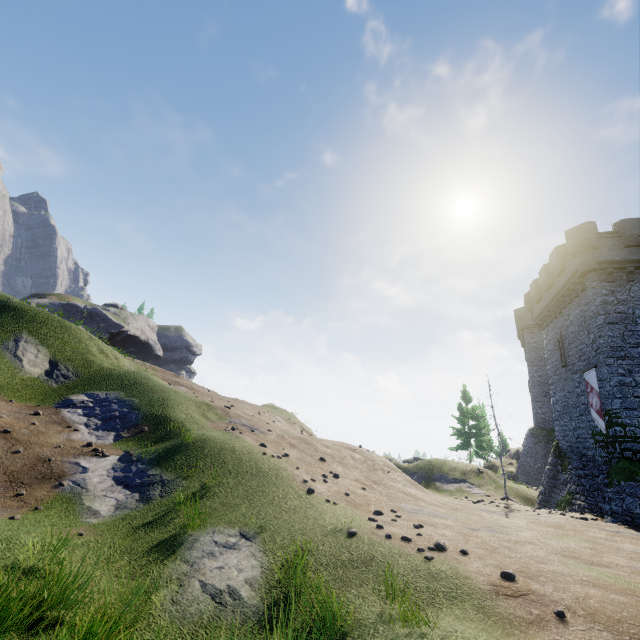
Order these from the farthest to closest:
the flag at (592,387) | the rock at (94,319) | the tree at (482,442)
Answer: the rock at (94,319)
the tree at (482,442)
the flag at (592,387)

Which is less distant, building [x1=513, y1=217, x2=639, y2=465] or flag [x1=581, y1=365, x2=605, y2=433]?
building [x1=513, y1=217, x2=639, y2=465]

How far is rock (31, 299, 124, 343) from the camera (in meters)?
55.59

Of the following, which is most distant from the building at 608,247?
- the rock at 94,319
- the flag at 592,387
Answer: the rock at 94,319

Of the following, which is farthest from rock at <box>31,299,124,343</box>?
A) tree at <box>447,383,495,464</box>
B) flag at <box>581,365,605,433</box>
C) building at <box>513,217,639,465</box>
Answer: flag at <box>581,365,605,433</box>

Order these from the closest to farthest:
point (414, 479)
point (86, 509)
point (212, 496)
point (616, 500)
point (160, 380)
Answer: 1. point (86, 509)
2. point (212, 496)
3. point (616, 500)
4. point (160, 380)
5. point (414, 479)

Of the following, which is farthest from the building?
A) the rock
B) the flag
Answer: the rock
